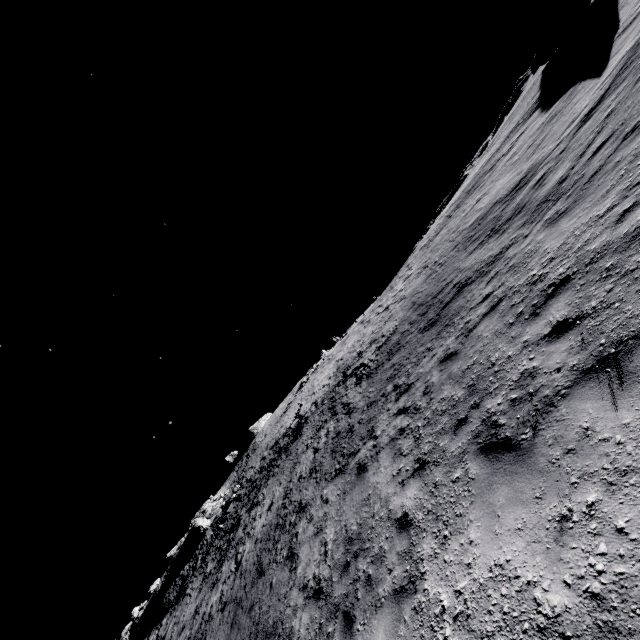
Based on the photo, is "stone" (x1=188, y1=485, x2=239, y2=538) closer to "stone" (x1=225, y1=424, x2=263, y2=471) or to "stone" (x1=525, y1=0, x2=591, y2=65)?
"stone" (x1=225, y1=424, x2=263, y2=471)

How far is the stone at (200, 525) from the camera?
36.0m

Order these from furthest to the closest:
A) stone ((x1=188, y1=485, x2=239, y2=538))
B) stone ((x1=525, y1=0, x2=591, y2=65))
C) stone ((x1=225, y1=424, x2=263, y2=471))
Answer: stone ((x1=225, y1=424, x2=263, y2=471)), stone ((x1=188, y1=485, x2=239, y2=538)), stone ((x1=525, y1=0, x2=591, y2=65))

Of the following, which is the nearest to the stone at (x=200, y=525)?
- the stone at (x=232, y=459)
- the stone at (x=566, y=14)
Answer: the stone at (x=232, y=459)

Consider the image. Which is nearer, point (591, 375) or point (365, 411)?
point (591, 375)

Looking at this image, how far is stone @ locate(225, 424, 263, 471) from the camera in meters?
57.5
